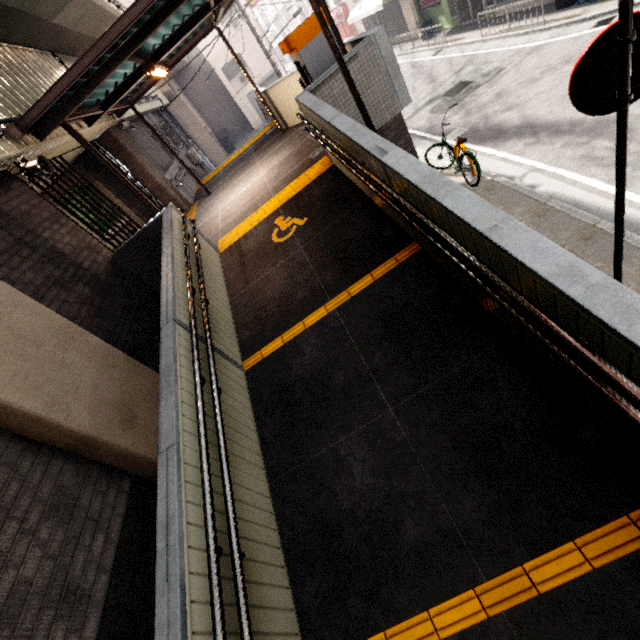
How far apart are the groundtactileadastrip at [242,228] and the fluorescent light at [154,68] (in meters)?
3.14

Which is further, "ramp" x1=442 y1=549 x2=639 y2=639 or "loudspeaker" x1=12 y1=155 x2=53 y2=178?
"loudspeaker" x1=12 y1=155 x2=53 y2=178

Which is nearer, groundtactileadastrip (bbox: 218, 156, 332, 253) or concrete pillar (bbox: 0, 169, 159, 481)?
concrete pillar (bbox: 0, 169, 159, 481)

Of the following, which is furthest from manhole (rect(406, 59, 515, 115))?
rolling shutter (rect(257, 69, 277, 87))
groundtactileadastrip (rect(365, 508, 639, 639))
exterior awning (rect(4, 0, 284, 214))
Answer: rolling shutter (rect(257, 69, 277, 87))

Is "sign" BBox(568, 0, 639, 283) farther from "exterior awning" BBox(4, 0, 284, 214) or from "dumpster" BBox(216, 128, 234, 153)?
"dumpster" BBox(216, 128, 234, 153)

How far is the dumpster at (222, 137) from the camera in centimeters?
2885cm

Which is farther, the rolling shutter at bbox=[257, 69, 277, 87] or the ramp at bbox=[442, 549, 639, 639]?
the rolling shutter at bbox=[257, 69, 277, 87]

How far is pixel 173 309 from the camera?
3.8 meters
